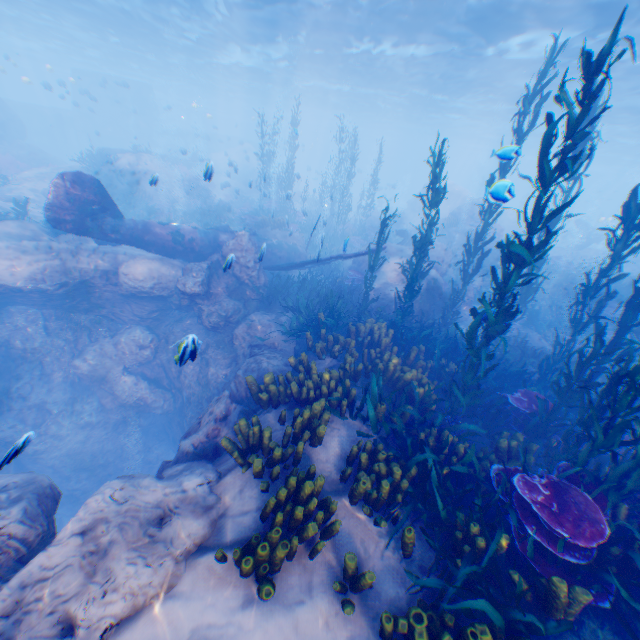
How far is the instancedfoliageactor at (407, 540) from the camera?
4.02m

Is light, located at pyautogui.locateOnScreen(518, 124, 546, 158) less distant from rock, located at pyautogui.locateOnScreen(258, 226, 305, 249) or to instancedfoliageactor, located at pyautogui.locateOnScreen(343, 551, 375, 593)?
rock, located at pyautogui.locateOnScreen(258, 226, 305, 249)

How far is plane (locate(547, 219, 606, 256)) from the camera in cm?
2703

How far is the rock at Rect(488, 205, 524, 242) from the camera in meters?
20.5

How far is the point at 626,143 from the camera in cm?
3550

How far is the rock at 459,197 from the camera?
12.73m

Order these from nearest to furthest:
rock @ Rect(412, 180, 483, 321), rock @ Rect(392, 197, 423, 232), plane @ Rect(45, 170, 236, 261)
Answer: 1. plane @ Rect(45, 170, 236, 261)
2. rock @ Rect(412, 180, 483, 321)
3. rock @ Rect(392, 197, 423, 232)

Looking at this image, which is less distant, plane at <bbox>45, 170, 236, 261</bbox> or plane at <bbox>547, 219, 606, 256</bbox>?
plane at <bbox>45, 170, 236, 261</bbox>
